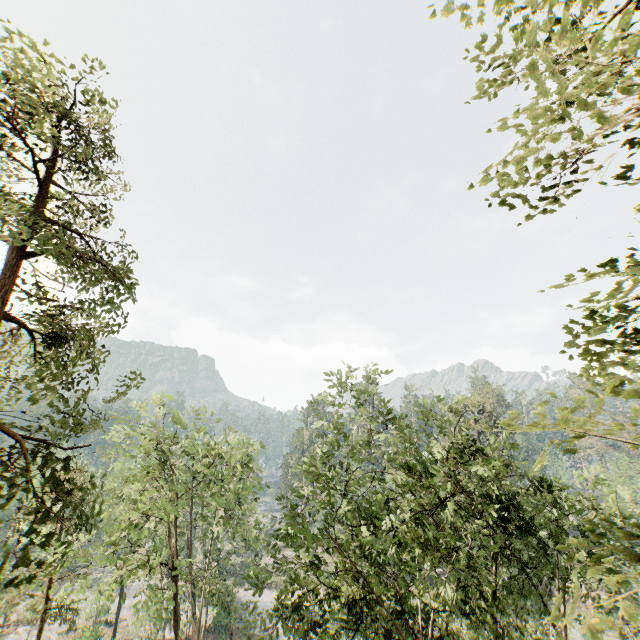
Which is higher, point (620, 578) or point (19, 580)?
point (620, 578)

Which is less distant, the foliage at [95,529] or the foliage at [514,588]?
the foliage at [514,588]

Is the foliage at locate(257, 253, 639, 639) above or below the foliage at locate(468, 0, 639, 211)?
below

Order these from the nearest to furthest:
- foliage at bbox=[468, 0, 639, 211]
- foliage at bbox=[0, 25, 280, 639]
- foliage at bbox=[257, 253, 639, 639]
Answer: foliage at bbox=[468, 0, 639, 211], foliage at bbox=[257, 253, 639, 639], foliage at bbox=[0, 25, 280, 639]

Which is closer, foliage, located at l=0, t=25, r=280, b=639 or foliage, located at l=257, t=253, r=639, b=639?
foliage, located at l=257, t=253, r=639, b=639
